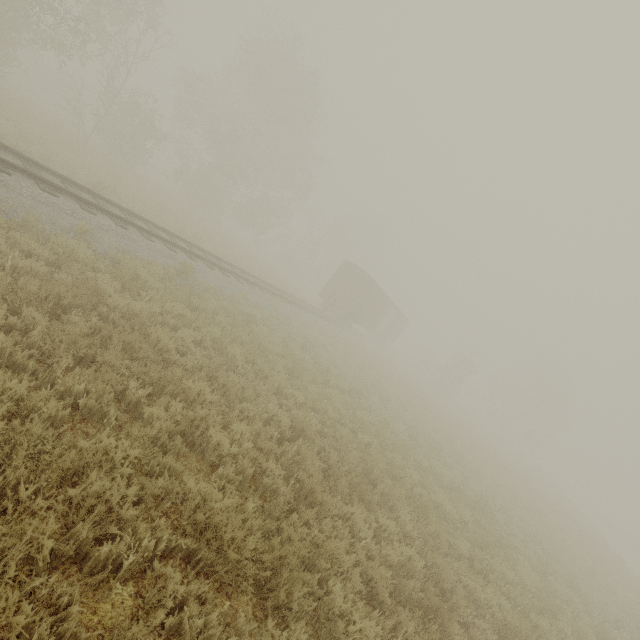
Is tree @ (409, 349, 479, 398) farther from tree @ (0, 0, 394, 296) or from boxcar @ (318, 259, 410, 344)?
boxcar @ (318, 259, 410, 344)

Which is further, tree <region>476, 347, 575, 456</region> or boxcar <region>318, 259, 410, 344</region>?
tree <region>476, 347, 575, 456</region>

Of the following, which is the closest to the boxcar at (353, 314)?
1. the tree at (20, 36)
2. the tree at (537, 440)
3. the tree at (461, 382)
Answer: the tree at (461, 382)

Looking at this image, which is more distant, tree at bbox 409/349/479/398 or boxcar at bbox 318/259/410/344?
tree at bbox 409/349/479/398

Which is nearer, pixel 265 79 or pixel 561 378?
pixel 265 79

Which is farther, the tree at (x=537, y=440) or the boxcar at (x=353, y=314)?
the tree at (x=537, y=440)

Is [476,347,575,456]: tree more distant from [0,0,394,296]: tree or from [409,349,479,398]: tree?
[0,0,394,296]: tree

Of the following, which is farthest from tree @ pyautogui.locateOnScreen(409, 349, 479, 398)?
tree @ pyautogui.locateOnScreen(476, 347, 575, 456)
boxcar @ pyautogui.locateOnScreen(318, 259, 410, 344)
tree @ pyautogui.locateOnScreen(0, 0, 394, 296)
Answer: tree @ pyautogui.locateOnScreen(476, 347, 575, 456)
